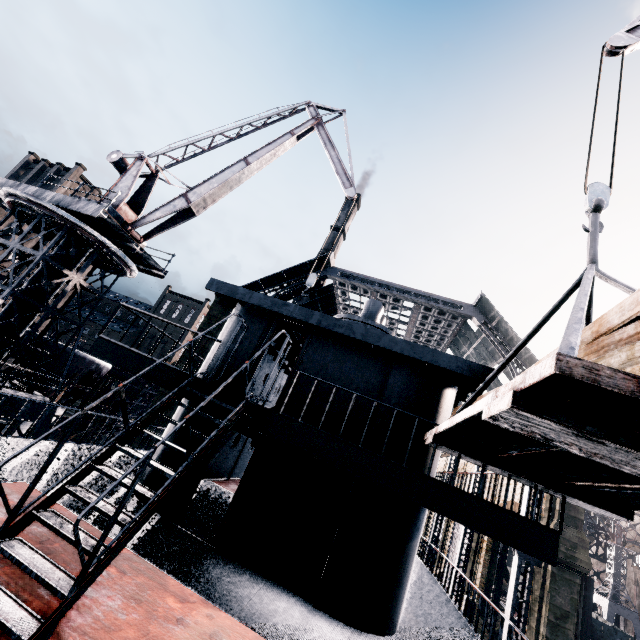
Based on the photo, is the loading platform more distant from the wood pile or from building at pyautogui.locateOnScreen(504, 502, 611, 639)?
building at pyautogui.locateOnScreen(504, 502, 611, 639)

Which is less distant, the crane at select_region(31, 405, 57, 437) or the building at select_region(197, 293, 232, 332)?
the crane at select_region(31, 405, 57, 437)

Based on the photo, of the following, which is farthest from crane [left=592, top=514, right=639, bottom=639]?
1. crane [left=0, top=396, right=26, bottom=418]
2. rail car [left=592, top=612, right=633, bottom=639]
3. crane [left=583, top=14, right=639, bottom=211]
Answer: crane [left=0, top=396, right=26, bottom=418]

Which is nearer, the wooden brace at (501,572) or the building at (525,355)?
the building at (525,355)

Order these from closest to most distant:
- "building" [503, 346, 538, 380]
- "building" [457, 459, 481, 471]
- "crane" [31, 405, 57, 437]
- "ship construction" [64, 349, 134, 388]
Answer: "crane" [31, 405, 57, 437], "building" [503, 346, 538, 380], "ship construction" [64, 349, 134, 388], "building" [457, 459, 481, 471]

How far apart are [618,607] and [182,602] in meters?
56.1

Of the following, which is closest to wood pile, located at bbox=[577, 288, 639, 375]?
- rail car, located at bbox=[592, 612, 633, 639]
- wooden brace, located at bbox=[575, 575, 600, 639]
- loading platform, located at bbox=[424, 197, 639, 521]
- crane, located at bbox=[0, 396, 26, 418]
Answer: loading platform, located at bbox=[424, 197, 639, 521]

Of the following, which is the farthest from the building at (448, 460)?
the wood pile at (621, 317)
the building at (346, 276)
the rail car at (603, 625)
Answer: the building at (346, 276)
